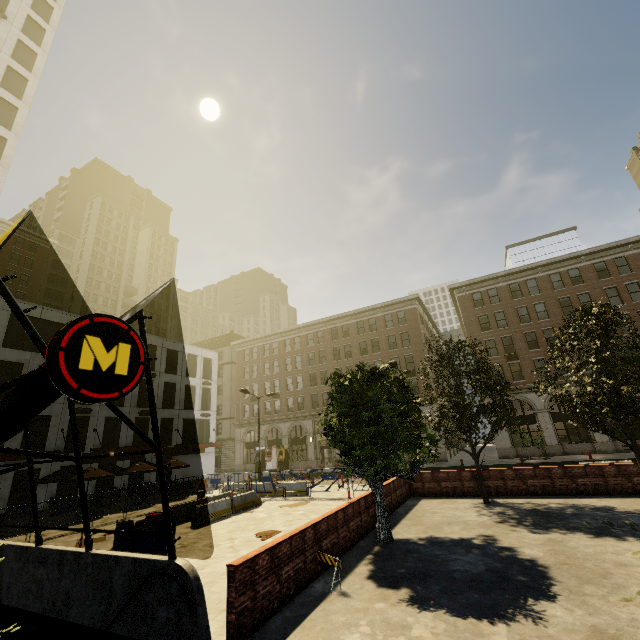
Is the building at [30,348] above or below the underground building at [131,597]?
above

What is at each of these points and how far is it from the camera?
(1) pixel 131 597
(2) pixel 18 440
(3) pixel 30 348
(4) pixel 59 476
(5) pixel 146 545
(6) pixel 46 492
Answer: (1) underground building, 6.4m
(2) building, 24.4m
(3) building, 26.7m
(4) umbrella, 22.1m
(5) barrel, 10.9m
(6) building, 25.2m

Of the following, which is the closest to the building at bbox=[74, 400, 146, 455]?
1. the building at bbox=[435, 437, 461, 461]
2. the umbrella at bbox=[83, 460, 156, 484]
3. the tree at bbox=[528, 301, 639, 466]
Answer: the umbrella at bbox=[83, 460, 156, 484]

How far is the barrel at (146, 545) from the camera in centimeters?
1083cm

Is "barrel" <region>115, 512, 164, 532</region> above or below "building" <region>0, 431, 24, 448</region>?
below

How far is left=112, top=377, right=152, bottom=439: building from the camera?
32.2 meters
